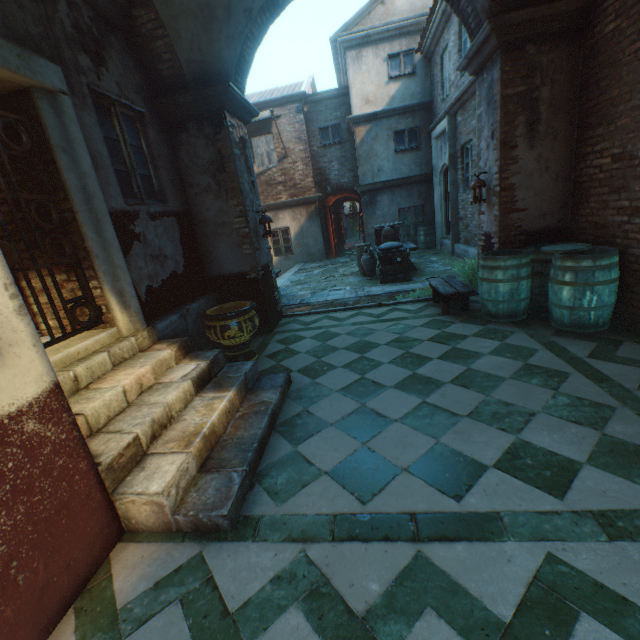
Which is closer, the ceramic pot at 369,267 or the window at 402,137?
the ceramic pot at 369,267

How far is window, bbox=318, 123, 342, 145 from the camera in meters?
14.0

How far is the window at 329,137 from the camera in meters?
14.0 m

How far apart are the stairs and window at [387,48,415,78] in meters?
12.9

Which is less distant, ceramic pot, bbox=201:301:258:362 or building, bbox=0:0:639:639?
building, bbox=0:0:639:639

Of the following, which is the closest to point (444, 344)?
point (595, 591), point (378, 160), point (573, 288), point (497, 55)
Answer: point (573, 288)

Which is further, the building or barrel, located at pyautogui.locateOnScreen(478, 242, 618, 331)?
barrel, located at pyautogui.locateOnScreen(478, 242, 618, 331)

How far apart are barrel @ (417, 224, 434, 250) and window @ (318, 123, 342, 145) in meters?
5.1 m
